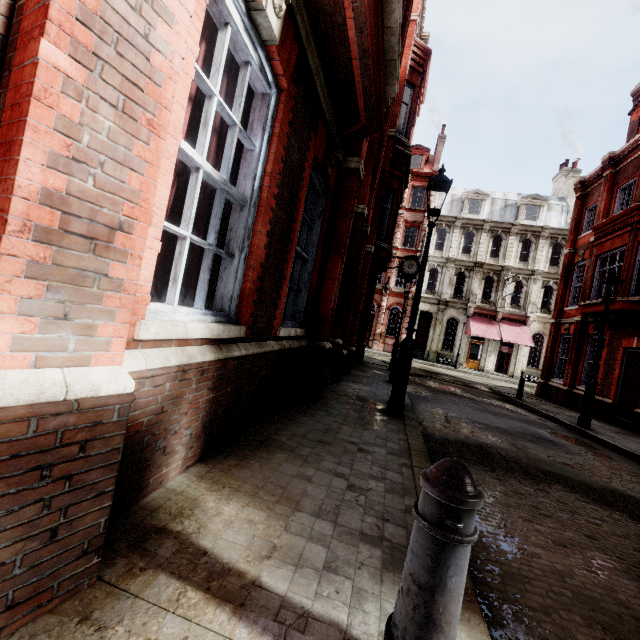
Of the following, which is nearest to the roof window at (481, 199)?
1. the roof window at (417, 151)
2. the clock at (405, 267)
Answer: the roof window at (417, 151)

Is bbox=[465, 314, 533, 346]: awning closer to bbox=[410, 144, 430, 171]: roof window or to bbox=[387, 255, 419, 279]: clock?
bbox=[387, 255, 419, 279]: clock

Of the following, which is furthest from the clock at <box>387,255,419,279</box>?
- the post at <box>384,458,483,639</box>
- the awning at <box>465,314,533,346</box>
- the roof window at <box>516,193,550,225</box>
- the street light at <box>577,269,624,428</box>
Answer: the post at <box>384,458,483,639</box>

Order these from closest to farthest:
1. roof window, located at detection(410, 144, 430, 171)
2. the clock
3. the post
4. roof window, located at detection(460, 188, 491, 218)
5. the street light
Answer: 1. the post
2. the street light
3. the clock
4. roof window, located at detection(460, 188, 491, 218)
5. roof window, located at detection(410, 144, 430, 171)

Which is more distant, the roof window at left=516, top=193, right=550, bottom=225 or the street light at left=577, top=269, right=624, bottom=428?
the roof window at left=516, top=193, right=550, bottom=225

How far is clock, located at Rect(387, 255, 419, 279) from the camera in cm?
1786

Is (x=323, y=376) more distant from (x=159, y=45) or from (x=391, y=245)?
(x=391, y=245)

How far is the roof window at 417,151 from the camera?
33.2 meters
